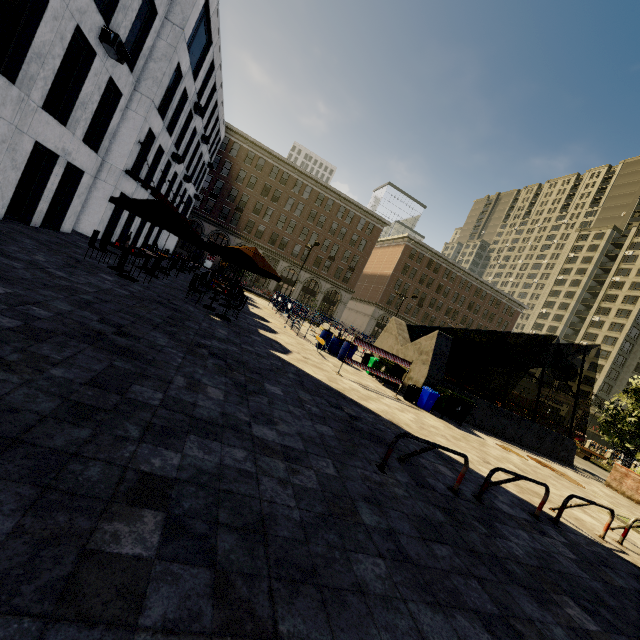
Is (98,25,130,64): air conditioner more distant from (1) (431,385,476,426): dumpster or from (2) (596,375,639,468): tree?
(2) (596,375,639,468): tree

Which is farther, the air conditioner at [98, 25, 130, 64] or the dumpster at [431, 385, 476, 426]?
the dumpster at [431, 385, 476, 426]

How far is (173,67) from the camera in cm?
1770

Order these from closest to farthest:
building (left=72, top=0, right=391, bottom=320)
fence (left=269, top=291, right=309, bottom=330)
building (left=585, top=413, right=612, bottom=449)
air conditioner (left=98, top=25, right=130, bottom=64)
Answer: air conditioner (left=98, top=25, right=130, bottom=64), building (left=72, top=0, right=391, bottom=320), fence (left=269, top=291, right=309, bottom=330), building (left=585, top=413, right=612, bottom=449)

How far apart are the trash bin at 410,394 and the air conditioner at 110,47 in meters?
16.4 m

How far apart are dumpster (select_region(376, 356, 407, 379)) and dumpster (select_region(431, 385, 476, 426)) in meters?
1.3 m

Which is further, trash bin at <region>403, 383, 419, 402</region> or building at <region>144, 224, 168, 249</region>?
building at <region>144, 224, 168, 249</region>

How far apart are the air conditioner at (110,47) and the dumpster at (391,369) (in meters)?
15.48
